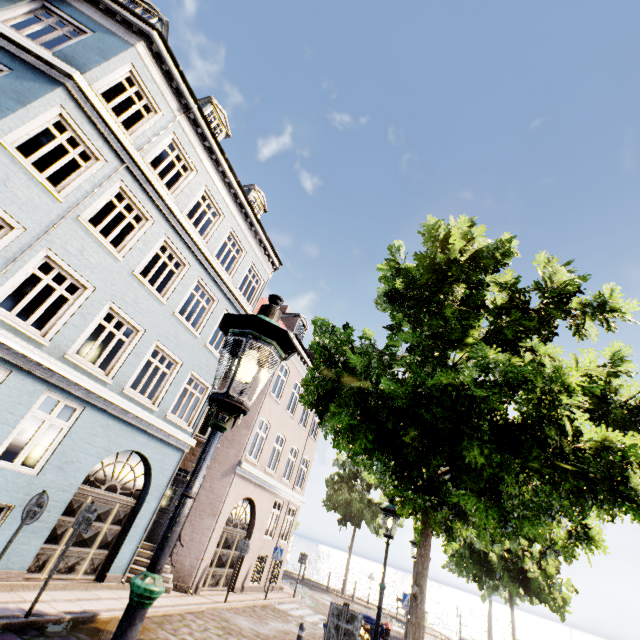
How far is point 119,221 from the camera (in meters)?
16.06

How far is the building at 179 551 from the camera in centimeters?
1174cm

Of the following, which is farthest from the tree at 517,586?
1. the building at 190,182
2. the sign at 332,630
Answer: the building at 190,182

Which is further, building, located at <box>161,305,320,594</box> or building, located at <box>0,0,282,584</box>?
building, located at <box>161,305,320,594</box>

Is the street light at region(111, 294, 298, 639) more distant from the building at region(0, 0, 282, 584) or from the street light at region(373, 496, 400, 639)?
the building at region(0, 0, 282, 584)

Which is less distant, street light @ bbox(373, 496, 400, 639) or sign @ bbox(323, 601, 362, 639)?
sign @ bbox(323, 601, 362, 639)

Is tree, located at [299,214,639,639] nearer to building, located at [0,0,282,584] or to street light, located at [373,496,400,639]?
street light, located at [373,496,400,639]

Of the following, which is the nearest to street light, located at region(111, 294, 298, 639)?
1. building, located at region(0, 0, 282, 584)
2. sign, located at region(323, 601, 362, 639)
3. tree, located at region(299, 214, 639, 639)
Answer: tree, located at region(299, 214, 639, 639)
